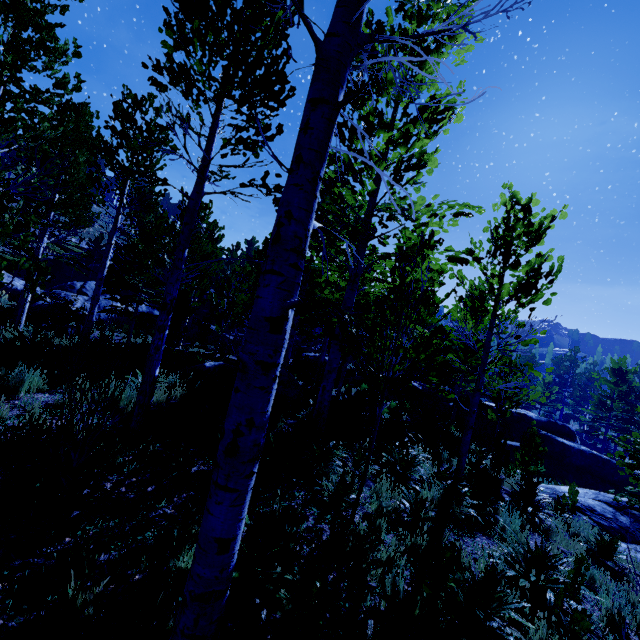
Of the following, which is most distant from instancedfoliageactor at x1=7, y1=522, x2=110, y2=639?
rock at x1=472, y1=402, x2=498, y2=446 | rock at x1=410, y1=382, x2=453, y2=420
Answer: rock at x1=472, y1=402, x2=498, y2=446

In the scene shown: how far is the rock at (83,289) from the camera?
23.3m

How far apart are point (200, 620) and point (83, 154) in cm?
1417

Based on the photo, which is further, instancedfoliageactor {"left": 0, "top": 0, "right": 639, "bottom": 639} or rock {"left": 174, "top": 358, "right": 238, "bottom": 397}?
rock {"left": 174, "top": 358, "right": 238, "bottom": 397}

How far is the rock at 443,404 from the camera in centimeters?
1873cm

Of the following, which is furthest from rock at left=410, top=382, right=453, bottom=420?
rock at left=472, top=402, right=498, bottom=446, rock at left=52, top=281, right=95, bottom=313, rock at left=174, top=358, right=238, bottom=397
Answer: rock at left=52, top=281, right=95, bottom=313

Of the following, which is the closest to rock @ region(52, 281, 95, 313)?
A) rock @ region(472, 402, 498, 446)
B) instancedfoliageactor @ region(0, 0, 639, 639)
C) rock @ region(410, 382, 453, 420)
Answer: instancedfoliageactor @ region(0, 0, 639, 639)

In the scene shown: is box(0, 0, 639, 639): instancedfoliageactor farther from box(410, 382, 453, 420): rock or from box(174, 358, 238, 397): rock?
box(410, 382, 453, 420): rock
